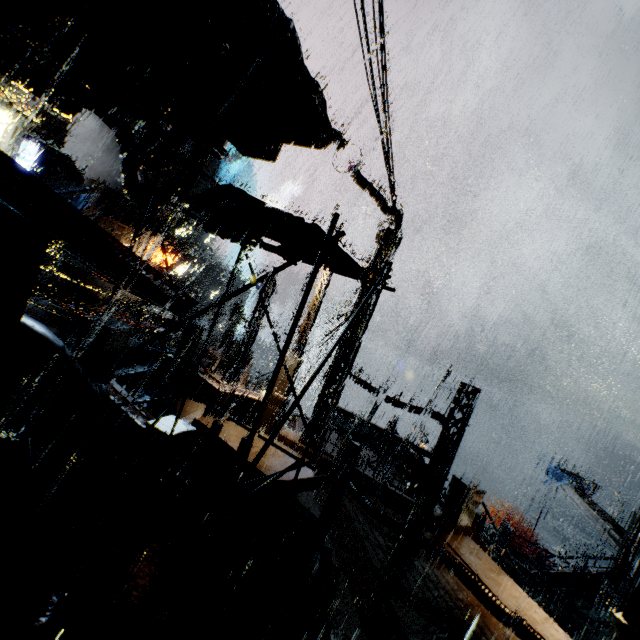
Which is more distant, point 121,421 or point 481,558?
point 481,558

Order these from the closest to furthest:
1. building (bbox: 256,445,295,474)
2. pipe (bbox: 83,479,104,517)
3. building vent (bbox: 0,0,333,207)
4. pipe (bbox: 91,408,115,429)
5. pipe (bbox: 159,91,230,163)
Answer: building vent (bbox: 0,0,333,207) < pipe (bbox: 159,91,230,163) < pipe (bbox: 91,408,115,429) < pipe (bbox: 83,479,104,517) < building (bbox: 256,445,295,474)

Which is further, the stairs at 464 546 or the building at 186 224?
the building at 186 224

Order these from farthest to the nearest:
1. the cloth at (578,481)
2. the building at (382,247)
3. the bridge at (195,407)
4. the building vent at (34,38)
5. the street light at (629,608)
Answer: the cloth at (578,481) < the building at (382,247) < the bridge at (195,407) < the street light at (629,608) < the building vent at (34,38)

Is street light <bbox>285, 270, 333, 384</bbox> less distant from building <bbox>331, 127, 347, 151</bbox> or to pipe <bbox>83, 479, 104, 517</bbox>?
building <bbox>331, 127, 347, 151</bbox>

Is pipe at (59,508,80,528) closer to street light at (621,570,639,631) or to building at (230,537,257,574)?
building at (230,537,257,574)

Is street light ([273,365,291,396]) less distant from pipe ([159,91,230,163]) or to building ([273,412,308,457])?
building ([273,412,308,457])

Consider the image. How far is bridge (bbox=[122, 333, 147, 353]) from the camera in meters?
11.8 m
